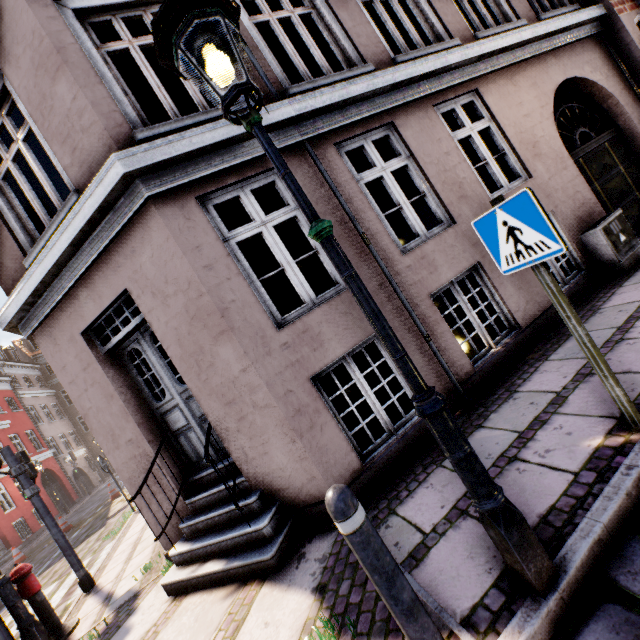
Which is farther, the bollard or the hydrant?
the hydrant

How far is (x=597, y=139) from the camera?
6.56m

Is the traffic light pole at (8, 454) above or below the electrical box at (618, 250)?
above

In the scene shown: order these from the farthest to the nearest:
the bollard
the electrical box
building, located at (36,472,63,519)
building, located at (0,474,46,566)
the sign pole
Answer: building, located at (36,472,63,519), building, located at (0,474,46,566), the electrical box, the sign pole, the bollard

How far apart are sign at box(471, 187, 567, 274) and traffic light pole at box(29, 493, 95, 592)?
8.1m

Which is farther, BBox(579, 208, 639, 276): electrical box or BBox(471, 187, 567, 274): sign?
BBox(579, 208, 639, 276): electrical box

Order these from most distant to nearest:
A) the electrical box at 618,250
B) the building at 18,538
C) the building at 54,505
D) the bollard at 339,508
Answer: the building at 54,505, the building at 18,538, the electrical box at 618,250, the bollard at 339,508

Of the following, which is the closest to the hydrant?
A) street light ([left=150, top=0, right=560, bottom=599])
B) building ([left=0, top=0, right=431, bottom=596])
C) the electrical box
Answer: street light ([left=150, top=0, right=560, bottom=599])
